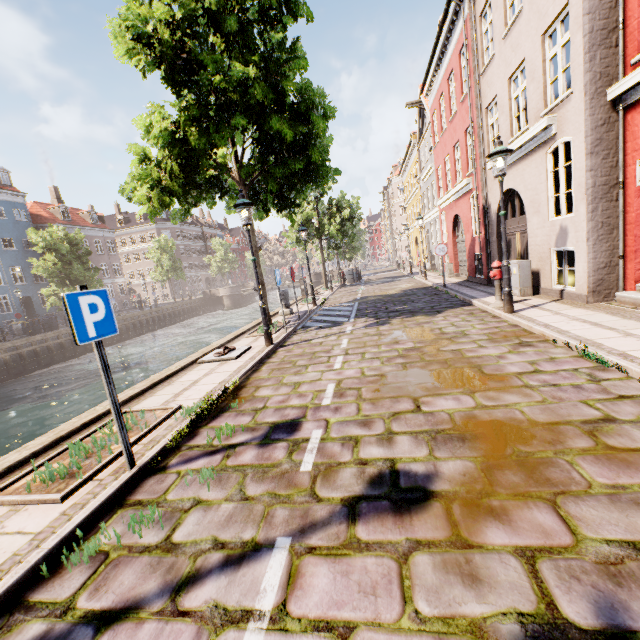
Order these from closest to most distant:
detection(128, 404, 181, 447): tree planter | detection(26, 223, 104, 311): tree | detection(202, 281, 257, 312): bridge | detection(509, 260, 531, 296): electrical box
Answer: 1. detection(128, 404, 181, 447): tree planter
2. detection(509, 260, 531, 296): electrical box
3. detection(26, 223, 104, 311): tree
4. detection(202, 281, 257, 312): bridge

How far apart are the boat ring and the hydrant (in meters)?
6.52

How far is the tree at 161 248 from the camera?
39.4 meters

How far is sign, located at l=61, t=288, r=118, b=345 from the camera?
2.9m

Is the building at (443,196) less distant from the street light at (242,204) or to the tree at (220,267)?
the tree at (220,267)

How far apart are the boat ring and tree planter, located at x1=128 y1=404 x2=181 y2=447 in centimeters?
251cm

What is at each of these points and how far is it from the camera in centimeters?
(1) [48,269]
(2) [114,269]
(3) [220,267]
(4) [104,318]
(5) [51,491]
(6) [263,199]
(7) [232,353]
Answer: (1) tree, 2578cm
(2) building, 4706cm
(3) tree, 5512cm
(4) sign, 328cm
(5) tree planter, 324cm
(6) tree, 1172cm
(7) boat ring, 780cm

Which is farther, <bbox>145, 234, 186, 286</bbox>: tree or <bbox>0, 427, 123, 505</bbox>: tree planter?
<bbox>145, 234, 186, 286</bbox>: tree
